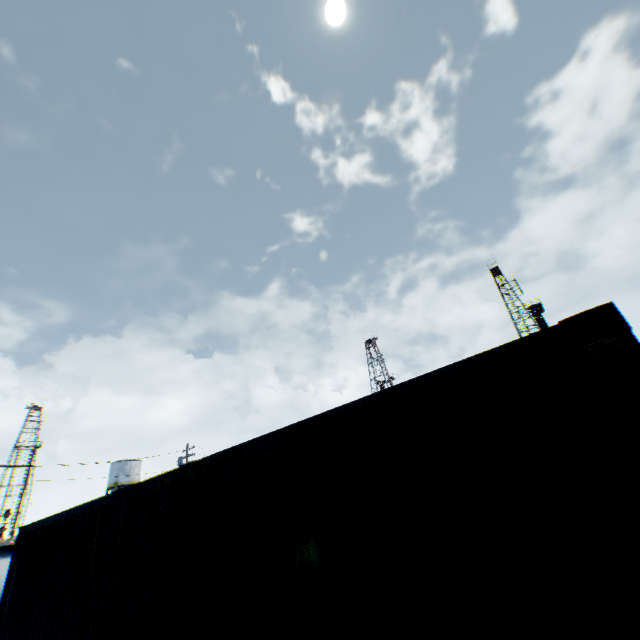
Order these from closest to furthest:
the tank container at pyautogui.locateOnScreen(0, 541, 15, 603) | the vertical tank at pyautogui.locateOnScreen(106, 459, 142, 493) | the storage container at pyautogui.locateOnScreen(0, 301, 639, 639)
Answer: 1. the storage container at pyautogui.locateOnScreen(0, 301, 639, 639)
2. the tank container at pyautogui.locateOnScreen(0, 541, 15, 603)
3. the vertical tank at pyautogui.locateOnScreen(106, 459, 142, 493)

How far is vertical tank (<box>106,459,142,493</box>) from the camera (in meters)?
45.53

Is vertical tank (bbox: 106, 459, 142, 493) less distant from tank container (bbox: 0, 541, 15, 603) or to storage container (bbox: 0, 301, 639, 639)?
tank container (bbox: 0, 541, 15, 603)

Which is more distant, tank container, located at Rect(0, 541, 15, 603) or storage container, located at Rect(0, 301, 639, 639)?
tank container, located at Rect(0, 541, 15, 603)

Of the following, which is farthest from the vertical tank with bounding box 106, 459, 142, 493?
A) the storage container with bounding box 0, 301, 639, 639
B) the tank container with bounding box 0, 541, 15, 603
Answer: the storage container with bounding box 0, 301, 639, 639

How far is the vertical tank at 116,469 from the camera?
45.53m

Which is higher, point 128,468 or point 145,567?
point 128,468

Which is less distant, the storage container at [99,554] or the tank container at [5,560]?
the storage container at [99,554]
